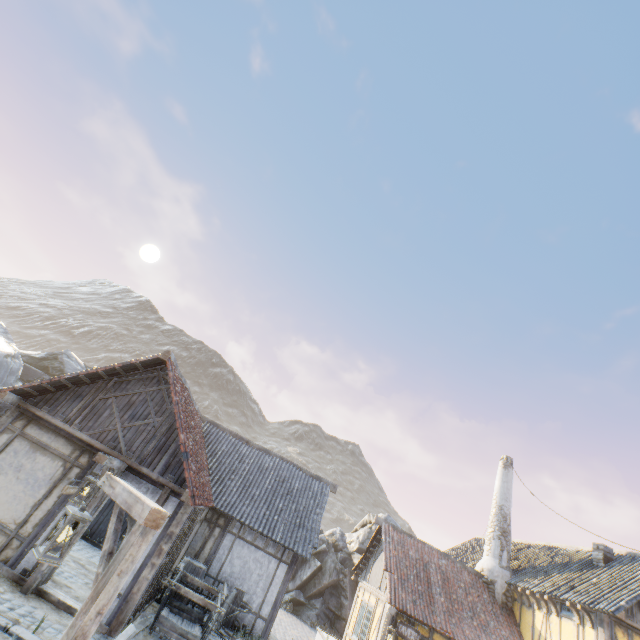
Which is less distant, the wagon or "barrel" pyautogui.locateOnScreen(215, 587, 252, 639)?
the wagon

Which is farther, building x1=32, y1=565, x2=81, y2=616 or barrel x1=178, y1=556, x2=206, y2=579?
barrel x1=178, y1=556, x2=206, y2=579

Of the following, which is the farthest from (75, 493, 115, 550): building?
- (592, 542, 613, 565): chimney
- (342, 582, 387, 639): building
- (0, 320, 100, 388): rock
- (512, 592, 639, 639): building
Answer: (592, 542, 613, 565): chimney

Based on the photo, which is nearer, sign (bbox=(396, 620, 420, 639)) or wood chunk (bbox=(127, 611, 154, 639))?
wood chunk (bbox=(127, 611, 154, 639))

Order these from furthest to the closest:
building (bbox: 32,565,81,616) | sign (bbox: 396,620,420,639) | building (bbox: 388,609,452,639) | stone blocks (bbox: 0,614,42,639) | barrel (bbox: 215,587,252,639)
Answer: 1. building (bbox: 388,609,452,639)
2. sign (bbox: 396,620,420,639)
3. barrel (bbox: 215,587,252,639)
4. building (bbox: 32,565,81,616)
5. stone blocks (bbox: 0,614,42,639)

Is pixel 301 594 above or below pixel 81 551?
above

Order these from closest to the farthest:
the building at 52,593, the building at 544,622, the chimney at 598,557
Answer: the building at 52,593
the building at 544,622
the chimney at 598,557

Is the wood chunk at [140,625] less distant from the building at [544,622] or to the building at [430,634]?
the building at [430,634]
